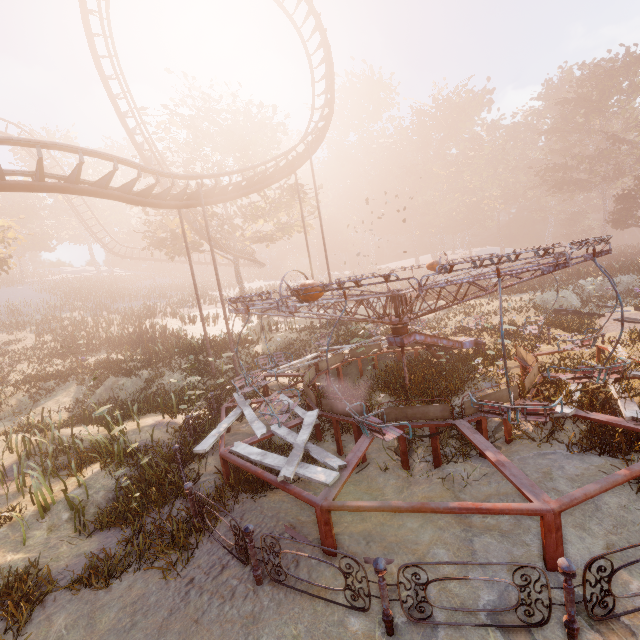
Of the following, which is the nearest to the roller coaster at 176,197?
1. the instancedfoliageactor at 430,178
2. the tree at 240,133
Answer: the tree at 240,133

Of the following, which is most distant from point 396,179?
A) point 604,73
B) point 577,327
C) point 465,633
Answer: point 465,633

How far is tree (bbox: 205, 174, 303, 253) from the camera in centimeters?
2567cm

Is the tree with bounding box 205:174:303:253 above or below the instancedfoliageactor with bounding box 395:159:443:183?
below

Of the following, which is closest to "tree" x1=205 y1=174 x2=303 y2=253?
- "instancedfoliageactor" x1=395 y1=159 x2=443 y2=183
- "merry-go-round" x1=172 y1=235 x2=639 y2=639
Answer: "merry-go-round" x1=172 y1=235 x2=639 y2=639

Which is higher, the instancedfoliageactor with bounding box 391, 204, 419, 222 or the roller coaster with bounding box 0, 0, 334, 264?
the instancedfoliageactor with bounding box 391, 204, 419, 222

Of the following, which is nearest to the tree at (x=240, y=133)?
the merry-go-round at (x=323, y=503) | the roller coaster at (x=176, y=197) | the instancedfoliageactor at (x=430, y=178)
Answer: the roller coaster at (x=176, y=197)

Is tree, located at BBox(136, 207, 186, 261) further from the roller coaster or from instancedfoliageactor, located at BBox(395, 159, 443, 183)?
instancedfoliageactor, located at BBox(395, 159, 443, 183)
